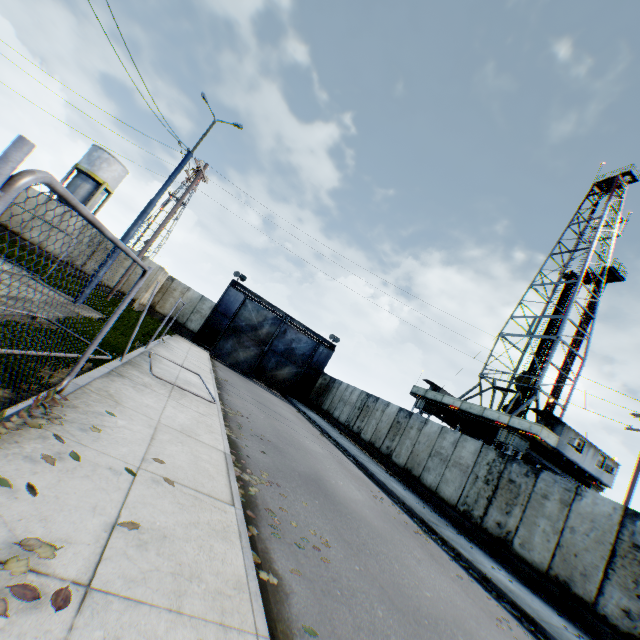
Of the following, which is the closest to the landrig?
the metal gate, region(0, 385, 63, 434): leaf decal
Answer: the metal gate

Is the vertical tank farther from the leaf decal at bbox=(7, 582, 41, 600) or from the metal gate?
the leaf decal at bbox=(7, 582, 41, 600)

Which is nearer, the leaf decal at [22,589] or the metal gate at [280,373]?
the leaf decal at [22,589]

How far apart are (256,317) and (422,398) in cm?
1752

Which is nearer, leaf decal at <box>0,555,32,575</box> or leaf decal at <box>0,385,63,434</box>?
leaf decal at <box>0,555,32,575</box>

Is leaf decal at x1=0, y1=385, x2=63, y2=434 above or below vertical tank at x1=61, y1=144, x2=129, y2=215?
below

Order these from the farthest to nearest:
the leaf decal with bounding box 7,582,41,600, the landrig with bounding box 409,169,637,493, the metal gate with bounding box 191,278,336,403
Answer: the metal gate with bounding box 191,278,336,403
the landrig with bounding box 409,169,637,493
the leaf decal with bounding box 7,582,41,600

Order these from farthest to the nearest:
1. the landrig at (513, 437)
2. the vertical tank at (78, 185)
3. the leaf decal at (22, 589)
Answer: the vertical tank at (78, 185), the landrig at (513, 437), the leaf decal at (22, 589)
